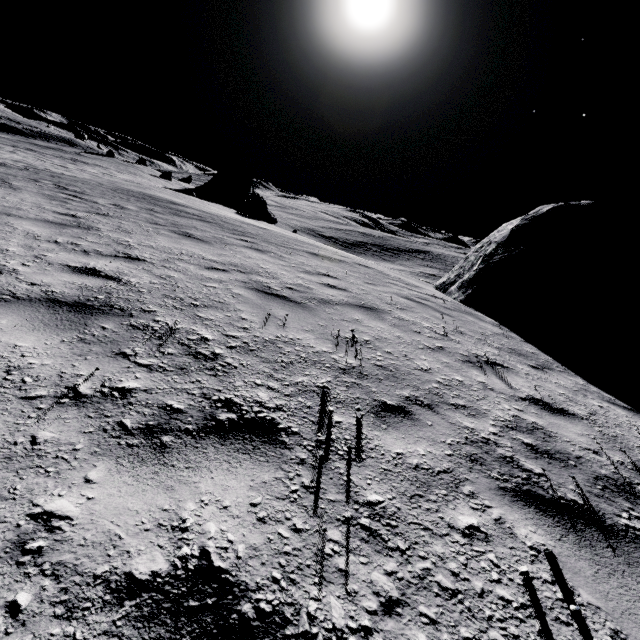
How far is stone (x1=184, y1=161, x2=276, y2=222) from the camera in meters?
29.9

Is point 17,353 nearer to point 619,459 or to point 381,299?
point 619,459

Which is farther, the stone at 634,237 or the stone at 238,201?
the stone at 238,201

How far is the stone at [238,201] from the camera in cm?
2986

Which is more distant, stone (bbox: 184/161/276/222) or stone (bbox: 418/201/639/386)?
stone (bbox: 184/161/276/222)
